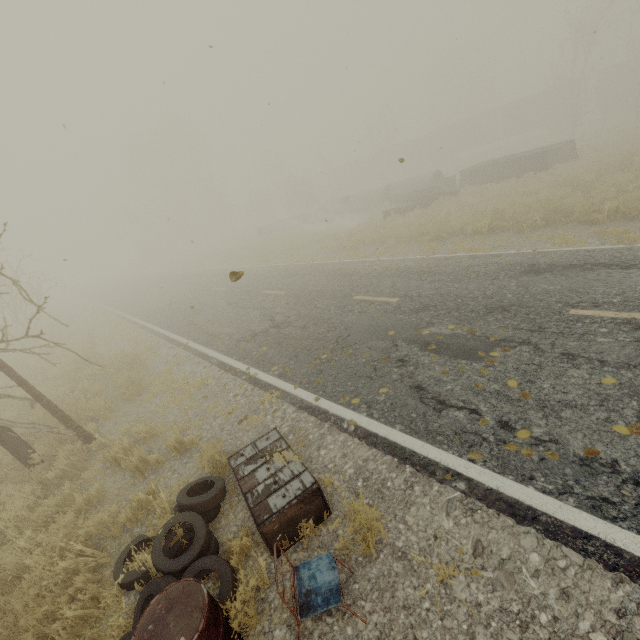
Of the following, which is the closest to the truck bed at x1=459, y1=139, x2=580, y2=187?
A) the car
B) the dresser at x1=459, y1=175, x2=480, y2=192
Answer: the dresser at x1=459, y1=175, x2=480, y2=192

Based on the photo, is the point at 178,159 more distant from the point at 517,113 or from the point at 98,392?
the point at 98,392

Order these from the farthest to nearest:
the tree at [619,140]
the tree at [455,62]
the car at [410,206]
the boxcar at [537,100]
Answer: the tree at [455,62] → the boxcar at [537,100] → the tree at [619,140] → the car at [410,206]

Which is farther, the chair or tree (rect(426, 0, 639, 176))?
tree (rect(426, 0, 639, 176))

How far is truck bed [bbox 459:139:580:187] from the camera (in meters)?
18.67

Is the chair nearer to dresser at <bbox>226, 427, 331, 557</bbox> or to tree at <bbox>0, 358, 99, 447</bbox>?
dresser at <bbox>226, 427, 331, 557</bbox>

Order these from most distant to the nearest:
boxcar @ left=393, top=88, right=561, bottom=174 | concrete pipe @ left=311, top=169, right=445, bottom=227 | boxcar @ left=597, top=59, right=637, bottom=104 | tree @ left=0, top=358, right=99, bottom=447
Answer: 1. boxcar @ left=393, top=88, right=561, bottom=174
2. boxcar @ left=597, top=59, right=637, bottom=104
3. concrete pipe @ left=311, top=169, right=445, bottom=227
4. tree @ left=0, top=358, right=99, bottom=447

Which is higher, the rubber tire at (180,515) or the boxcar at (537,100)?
the boxcar at (537,100)
